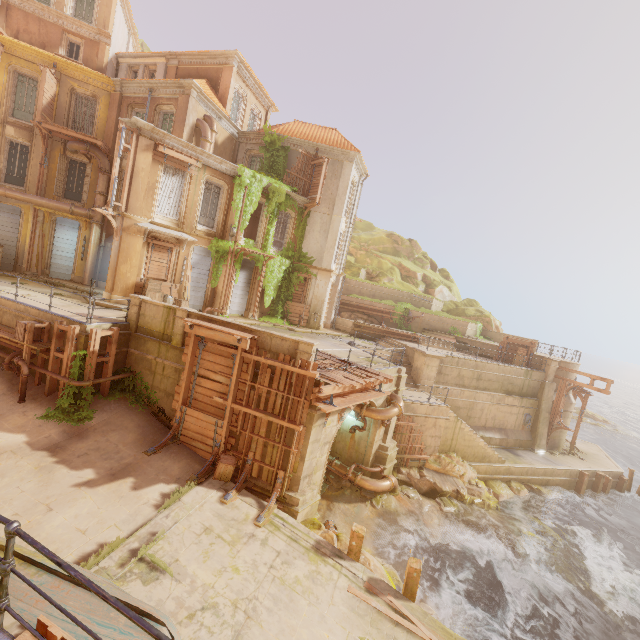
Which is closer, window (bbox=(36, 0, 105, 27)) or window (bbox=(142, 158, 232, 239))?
window (bbox=(142, 158, 232, 239))

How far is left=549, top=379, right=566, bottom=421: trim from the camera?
23.8 meters

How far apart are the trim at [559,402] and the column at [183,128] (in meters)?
30.16

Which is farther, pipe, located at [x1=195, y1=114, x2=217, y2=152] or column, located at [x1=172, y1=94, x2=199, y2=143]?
pipe, located at [x1=195, y1=114, x2=217, y2=152]

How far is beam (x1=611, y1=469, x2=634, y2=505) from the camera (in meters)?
23.38

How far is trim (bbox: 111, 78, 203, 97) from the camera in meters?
18.5 m

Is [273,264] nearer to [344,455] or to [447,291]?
[344,455]

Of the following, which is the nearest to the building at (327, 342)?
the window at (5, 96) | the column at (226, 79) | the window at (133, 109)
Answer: the window at (5, 96)
